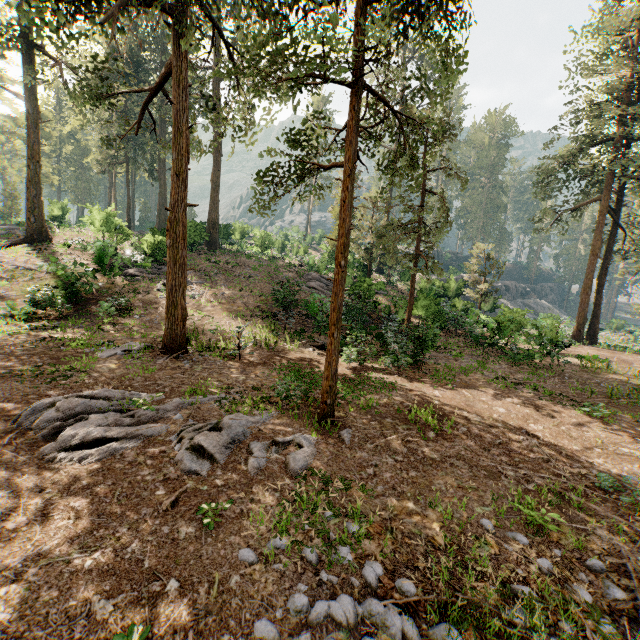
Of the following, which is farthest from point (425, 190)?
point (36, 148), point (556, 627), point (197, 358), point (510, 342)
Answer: point (36, 148)

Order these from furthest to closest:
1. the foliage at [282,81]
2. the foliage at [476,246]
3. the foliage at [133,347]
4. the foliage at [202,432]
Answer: the foliage at [476,246]
the foliage at [133,347]
the foliage at [282,81]
the foliage at [202,432]

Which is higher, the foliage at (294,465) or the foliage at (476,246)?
the foliage at (476,246)

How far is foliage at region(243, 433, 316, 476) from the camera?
5.9 meters

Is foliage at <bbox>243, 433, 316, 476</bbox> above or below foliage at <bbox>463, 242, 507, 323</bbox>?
below
